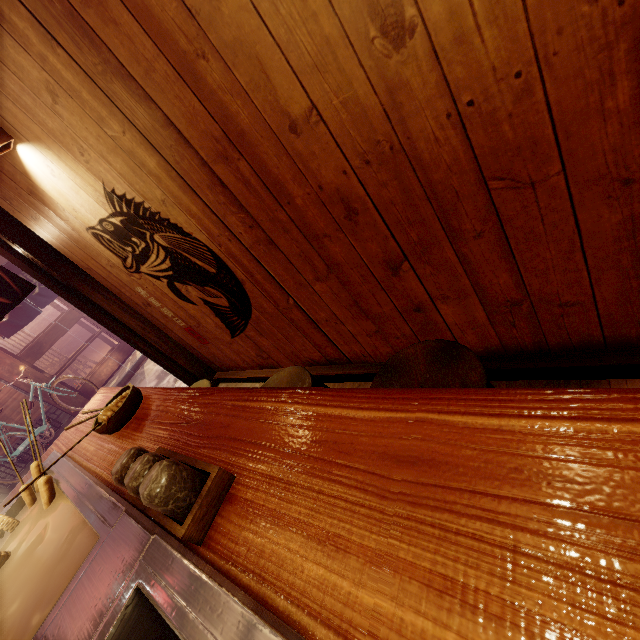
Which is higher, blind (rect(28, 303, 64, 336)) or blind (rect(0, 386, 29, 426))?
blind (rect(28, 303, 64, 336))

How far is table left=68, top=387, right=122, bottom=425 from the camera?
4.1 meters

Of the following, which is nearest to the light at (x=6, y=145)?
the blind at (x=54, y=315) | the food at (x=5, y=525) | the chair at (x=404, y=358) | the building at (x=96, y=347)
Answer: the food at (x=5, y=525)

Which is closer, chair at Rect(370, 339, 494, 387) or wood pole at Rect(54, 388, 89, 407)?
chair at Rect(370, 339, 494, 387)

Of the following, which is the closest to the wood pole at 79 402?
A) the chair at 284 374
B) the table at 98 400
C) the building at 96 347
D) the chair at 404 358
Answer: the building at 96 347

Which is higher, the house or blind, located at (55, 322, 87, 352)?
blind, located at (55, 322, 87, 352)

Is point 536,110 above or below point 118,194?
below

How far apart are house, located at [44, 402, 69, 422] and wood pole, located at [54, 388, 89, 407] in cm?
1
